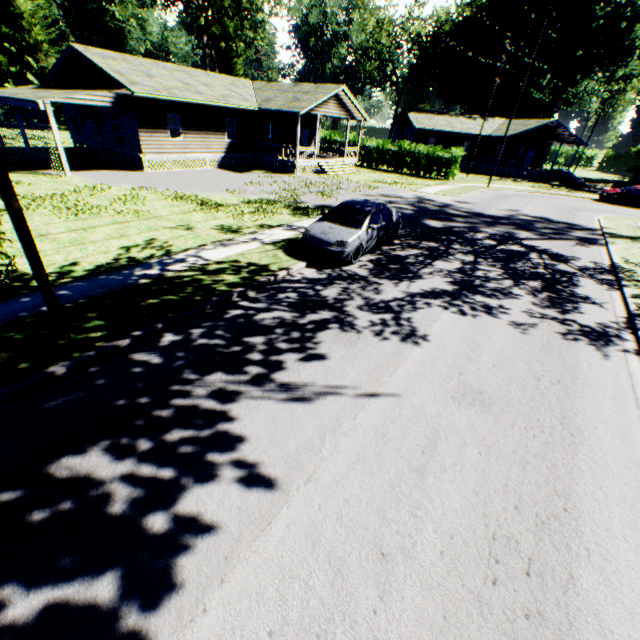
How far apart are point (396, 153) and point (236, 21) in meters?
40.4

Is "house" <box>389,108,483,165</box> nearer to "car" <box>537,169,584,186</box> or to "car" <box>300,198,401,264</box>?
"car" <box>537,169,584,186</box>

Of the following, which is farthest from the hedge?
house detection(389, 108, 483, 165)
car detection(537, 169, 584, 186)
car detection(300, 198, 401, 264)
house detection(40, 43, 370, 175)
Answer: car detection(300, 198, 401, 264)

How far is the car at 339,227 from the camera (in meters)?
10.20

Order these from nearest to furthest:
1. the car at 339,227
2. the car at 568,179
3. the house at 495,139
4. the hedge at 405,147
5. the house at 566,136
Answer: the car at 339,227
the hedge at 405,147
the car at 568,179
the house at 566,136
the house at 495,139

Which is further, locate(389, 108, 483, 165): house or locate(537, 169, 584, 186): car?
locate(389, 108, 483, 165): house

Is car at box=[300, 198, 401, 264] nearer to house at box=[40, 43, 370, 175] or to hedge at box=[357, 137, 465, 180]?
house at box=[40, 43, 370, 175]

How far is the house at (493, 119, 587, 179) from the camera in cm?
3962
